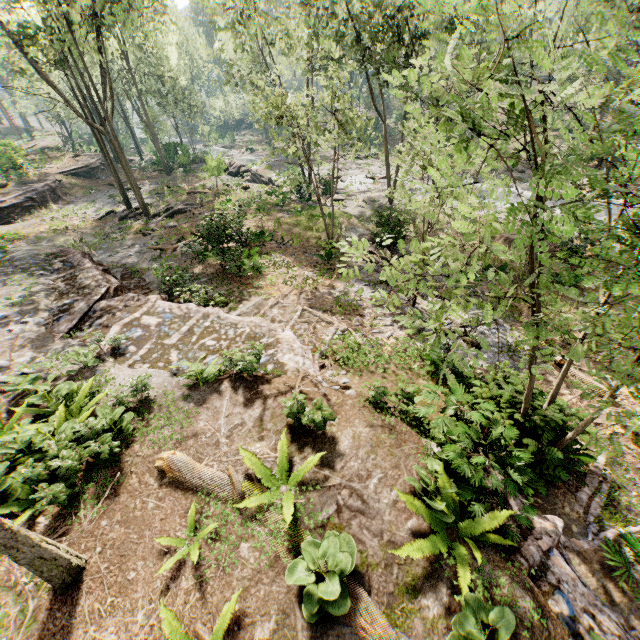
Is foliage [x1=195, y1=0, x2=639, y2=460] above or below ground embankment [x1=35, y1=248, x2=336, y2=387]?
above

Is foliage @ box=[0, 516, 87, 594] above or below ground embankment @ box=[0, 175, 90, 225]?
above

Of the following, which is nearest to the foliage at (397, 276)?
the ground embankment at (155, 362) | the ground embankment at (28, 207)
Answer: the ground embankment at (155, 362)

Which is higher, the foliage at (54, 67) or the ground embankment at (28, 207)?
the foliage at (54, 67)

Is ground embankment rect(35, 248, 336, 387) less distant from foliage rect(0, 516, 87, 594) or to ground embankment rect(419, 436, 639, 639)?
foliage rect(0, 516, 87, 594)

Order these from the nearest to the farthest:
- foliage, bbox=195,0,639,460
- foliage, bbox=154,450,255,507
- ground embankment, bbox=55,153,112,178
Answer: foliage, bbox=195,0,639,460 → foliage, bbox=154,450,255,507 → ground embankment, bbox=55,153,112,178

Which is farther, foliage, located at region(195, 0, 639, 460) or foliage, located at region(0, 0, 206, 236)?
foliage, located at region(0, 0, 206, 236)

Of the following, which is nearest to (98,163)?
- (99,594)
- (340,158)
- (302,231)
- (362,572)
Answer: (340,158)
